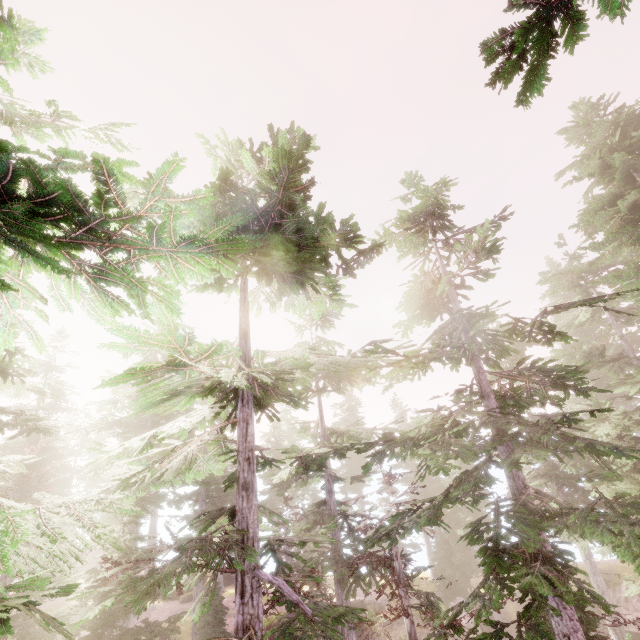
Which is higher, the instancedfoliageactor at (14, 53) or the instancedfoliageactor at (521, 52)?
the instancedfoliageactor at (14, 53)

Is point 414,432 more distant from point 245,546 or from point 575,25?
point 575,25

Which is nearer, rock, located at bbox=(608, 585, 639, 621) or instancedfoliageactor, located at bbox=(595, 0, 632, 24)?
instancedfoliageactor, located at bbox=(595, 0, 632, 24)

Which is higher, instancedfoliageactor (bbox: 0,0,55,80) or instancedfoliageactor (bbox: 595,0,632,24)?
instancedfoliageactor (bbox: 0,0,55,80)

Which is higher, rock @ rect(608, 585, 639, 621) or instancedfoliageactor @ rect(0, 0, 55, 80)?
instancedfoliageactor @ rect(0, 0, 55, 80)

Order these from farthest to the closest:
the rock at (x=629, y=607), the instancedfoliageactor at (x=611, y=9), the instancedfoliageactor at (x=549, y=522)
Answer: the rock at (x=629, y=607), the instancedfoliageactor at (x=549, y=522), the instancedfoliageactor at (x=611, y=9)

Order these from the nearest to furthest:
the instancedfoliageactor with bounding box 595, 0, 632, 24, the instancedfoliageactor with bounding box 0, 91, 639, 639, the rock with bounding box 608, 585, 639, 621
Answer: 1. the instancedfoliageactor with bounding box 595, 0, 632, 24
2. the instancedfoliageactor with bounding box 0, 91, 639, 639
3. the rock with bounding box 608, 585, 639, 621
